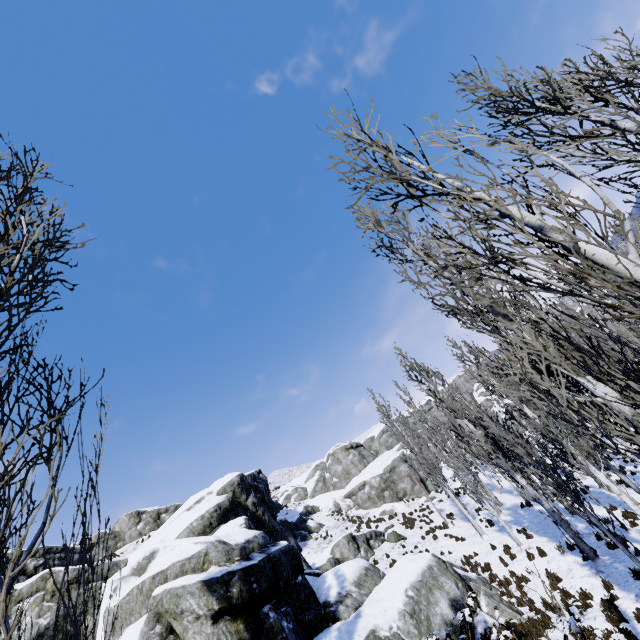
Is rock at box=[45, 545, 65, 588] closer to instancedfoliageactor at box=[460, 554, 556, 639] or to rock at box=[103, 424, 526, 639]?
rock at box=[103, 424, 526, 639]

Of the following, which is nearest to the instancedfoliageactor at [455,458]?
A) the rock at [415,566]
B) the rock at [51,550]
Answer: the rock at [415,566]

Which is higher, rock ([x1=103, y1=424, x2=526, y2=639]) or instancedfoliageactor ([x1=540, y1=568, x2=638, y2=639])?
rock ([x1=103, y1=424, x2=526, y2=639])

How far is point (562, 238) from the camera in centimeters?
229cm

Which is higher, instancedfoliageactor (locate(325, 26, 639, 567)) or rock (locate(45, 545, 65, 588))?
rock (locate(45, 545, 65, 588))

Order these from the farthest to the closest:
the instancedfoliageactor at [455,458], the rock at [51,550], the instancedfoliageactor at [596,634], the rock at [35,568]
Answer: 1. the rock at [51,550]
2. the rock at [35,568]
3. the instancedfoliageactor at [596,634]
4. the instancedfoliageactor at [455,458]

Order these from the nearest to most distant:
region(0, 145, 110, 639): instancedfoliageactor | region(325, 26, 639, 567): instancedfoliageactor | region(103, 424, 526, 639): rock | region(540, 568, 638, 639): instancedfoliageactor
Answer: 1. region(0, 145, 110, 639): instancedfoliageactor
2. region(325, 26, 639, 567): instancedfoliageactor
3. region(540, 568, 638, 639): instancedfoliageactor
4. region(103, 424, 526, 639): rock

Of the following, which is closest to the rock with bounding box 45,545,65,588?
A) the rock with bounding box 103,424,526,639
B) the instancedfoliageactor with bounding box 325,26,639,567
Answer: the rock with bounding box 103,424,526,639
